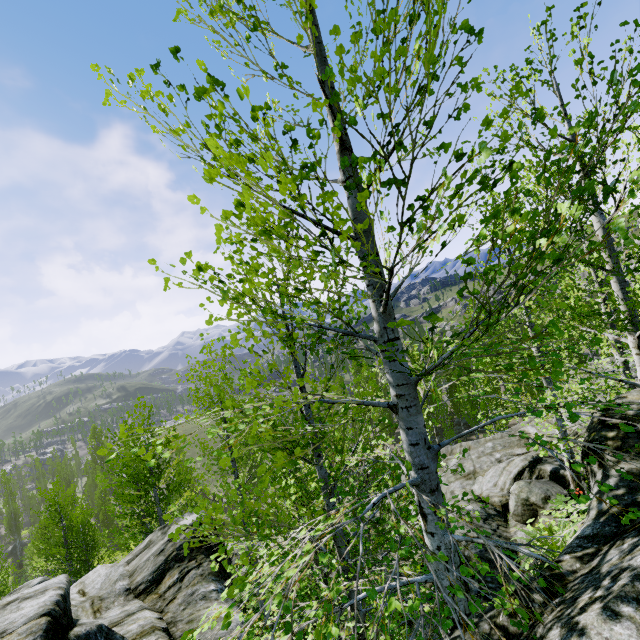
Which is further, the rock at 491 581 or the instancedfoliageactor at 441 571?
the rock at 491 581

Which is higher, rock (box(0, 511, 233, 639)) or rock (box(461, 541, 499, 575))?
rock (box(0, 511, 233, 639))

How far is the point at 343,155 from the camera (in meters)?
3.33

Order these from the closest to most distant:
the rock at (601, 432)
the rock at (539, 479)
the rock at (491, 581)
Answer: the rock at (601, 432) < the rock at (491, 581) < the rock at (539, 479)

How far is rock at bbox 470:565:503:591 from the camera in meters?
6.7 m

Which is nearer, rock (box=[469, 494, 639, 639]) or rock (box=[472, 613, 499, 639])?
rock (box=[469, 494, 639, 639])
